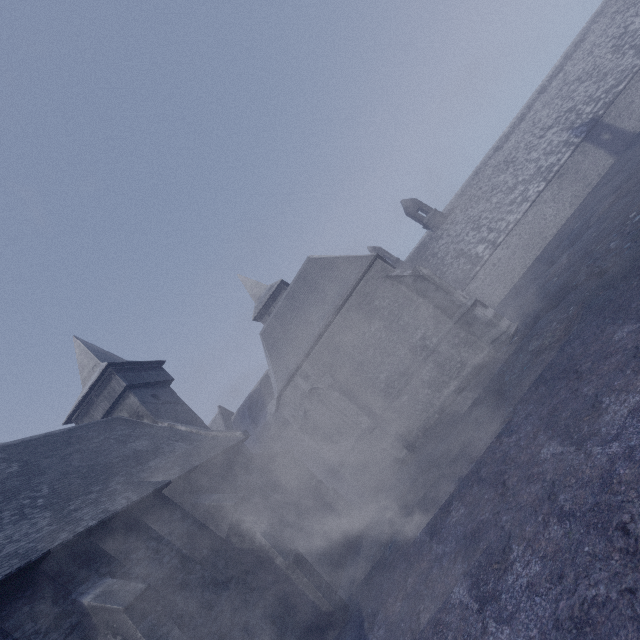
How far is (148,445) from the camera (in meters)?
14.20
